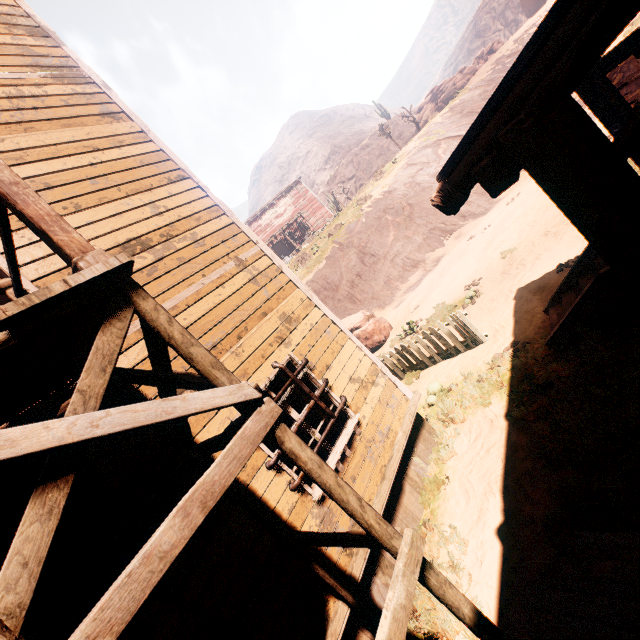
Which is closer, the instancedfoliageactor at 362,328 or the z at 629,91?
the z at 629,91

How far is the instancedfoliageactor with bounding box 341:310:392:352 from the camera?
13.5 meters

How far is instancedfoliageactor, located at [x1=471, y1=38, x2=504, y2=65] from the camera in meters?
39.4 m

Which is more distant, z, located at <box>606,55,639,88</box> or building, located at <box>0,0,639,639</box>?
z, located at <box>606,55,639,88</box>

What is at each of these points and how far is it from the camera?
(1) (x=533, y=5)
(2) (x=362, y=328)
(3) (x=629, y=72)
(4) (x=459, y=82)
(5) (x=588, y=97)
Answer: (1) instancedfoliageactor, 39.72m
(2) instancedfoliageactor, 13.66m
(3) z, 11.77m
(4) rock, 36.78m
(5) bp, 5.33m

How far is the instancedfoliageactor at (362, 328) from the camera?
13.5m

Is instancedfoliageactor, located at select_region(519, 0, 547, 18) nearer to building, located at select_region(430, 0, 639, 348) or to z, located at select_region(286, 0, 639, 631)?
z, located at select_region(286, 0, 639, 631)

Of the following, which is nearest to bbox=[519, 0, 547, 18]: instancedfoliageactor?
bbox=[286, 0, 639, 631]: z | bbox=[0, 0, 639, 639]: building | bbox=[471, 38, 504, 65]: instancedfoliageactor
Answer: bbox=[471, 38, 504, 65]: instancedfoliageactor
